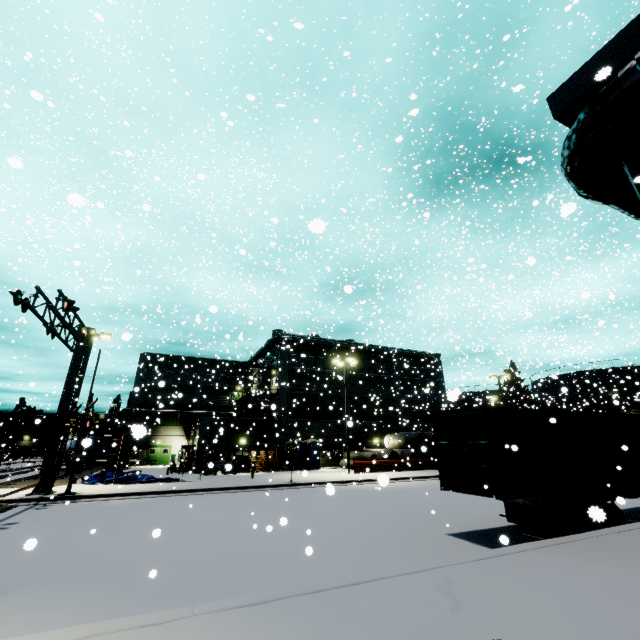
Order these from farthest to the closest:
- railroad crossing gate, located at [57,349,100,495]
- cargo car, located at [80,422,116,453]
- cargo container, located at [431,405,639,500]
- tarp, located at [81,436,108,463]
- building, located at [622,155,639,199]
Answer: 1. cargo car, located at [80,422,116,453]
2. railroad crossing gate, located at [57,349,100,495]
3. cargo container, located at [431,405,639,500]
4. building, located at [622,155,639,199]
5. tarp, located at [81,436,108,463]

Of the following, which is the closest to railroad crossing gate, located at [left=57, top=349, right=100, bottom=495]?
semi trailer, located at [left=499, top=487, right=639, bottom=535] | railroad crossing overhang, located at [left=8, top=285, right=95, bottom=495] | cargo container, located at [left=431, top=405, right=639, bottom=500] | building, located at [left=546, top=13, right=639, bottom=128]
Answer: railroad crossing overhang, located at [left=8, top=285, right=95, bottom=495]

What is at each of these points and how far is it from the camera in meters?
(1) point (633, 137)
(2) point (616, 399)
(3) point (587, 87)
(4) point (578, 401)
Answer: (1) tree, 6.8
(2) tree, 43.4
(3) building, 7.4
(4) silo, 46.3

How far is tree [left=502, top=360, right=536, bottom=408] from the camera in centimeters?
4747cm

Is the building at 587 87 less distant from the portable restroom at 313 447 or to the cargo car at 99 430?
the portable restroom at 313 447

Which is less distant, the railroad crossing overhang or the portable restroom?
the railroad crossing overhang

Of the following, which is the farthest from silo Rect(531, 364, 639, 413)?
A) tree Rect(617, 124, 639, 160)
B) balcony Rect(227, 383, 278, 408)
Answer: balcony Rect(227, 383, 278, 408)

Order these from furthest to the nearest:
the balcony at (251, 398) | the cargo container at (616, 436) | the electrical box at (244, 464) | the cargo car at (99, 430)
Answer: the cargo car at (99, 430) < the balcony at (251, 398) < the electrical box at (244, 464) < the cargo container at (616, 436)
